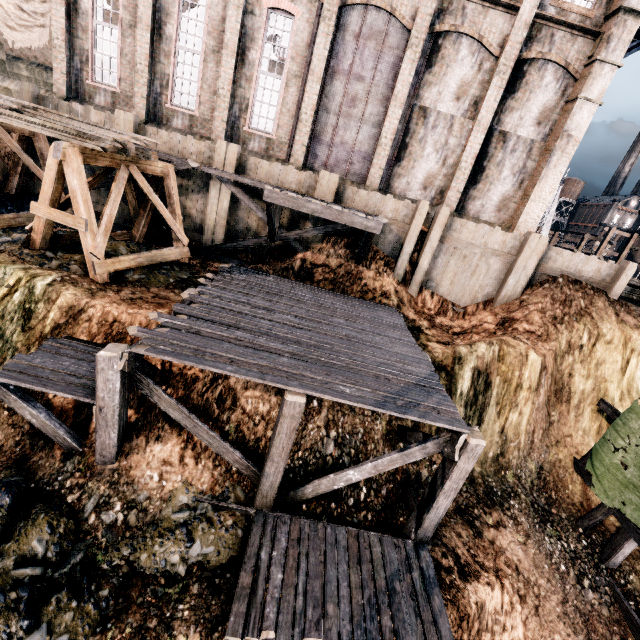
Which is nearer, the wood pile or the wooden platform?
the wood pile

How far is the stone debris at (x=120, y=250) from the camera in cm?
1233

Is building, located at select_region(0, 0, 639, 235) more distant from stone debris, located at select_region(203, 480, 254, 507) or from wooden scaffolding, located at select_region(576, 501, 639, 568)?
stone debris, located at select_region(203, 480, 254, 507)

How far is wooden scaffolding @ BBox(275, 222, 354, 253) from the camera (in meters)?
15.51

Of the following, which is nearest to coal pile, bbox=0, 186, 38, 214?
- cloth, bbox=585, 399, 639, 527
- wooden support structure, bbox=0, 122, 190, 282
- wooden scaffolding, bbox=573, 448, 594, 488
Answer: wooden support structure, bbox=0, 122, 190, 282

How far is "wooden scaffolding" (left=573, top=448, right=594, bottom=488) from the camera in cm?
1289

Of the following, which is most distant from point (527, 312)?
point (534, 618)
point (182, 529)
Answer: point (182, 529)

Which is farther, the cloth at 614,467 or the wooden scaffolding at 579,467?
the wooden scaffolding at 579,467
